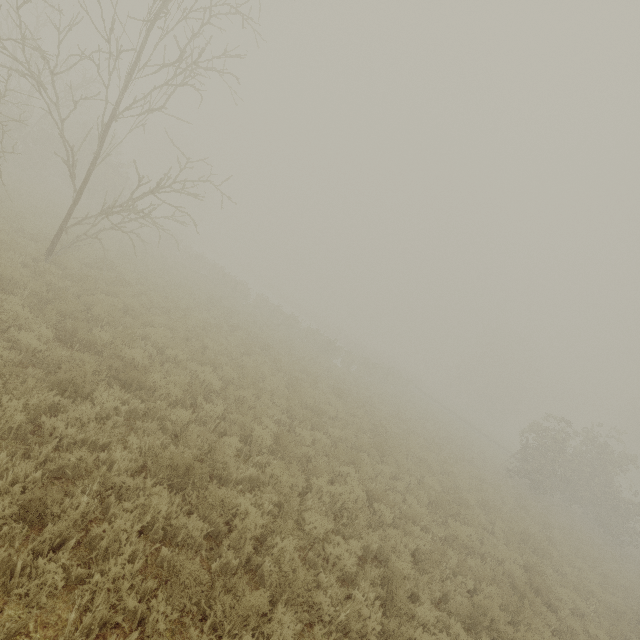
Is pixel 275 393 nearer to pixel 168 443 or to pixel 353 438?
pixel 353 438
